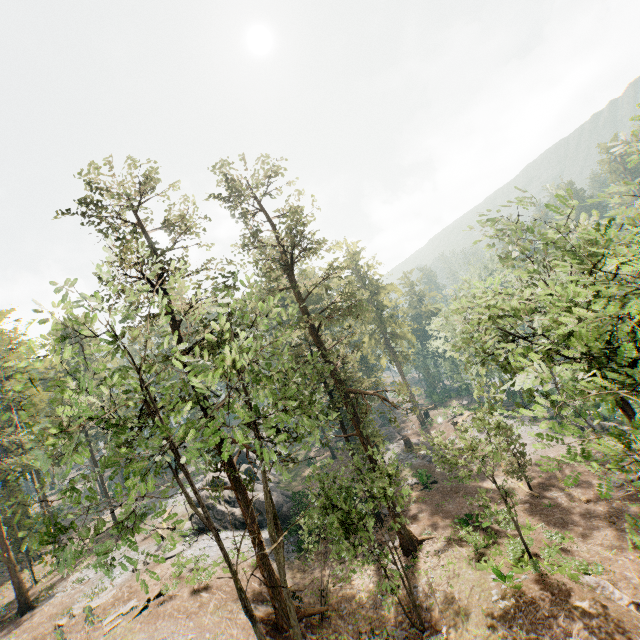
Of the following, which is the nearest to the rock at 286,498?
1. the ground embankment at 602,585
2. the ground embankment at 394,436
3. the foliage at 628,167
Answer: the foliage at 628,167

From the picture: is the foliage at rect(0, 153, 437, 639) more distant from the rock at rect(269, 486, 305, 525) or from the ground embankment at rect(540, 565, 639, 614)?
the rock at rect(269, 486, 305, 525)

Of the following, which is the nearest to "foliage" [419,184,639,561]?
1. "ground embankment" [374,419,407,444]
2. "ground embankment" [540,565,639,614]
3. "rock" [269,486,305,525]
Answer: "ground embankment" [374,419,407,444]

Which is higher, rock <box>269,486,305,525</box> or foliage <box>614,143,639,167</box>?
foliage <box>614,143,639,167</box>

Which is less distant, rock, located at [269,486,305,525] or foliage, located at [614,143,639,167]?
foliage, located at [614,143,639,167]

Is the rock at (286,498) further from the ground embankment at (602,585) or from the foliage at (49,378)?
the ground embankment at (602,585)

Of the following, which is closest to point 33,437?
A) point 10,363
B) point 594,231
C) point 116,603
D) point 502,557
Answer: point 10,363

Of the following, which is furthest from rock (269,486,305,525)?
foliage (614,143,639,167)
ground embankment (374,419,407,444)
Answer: ground embankment (374,419,407,444)
